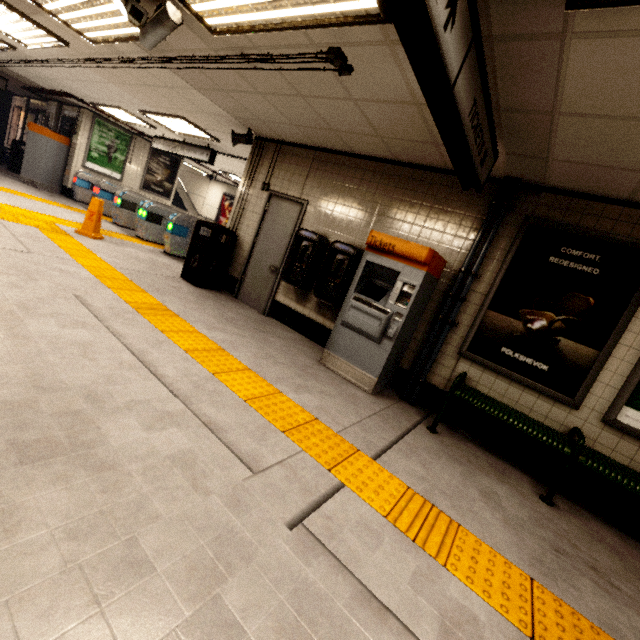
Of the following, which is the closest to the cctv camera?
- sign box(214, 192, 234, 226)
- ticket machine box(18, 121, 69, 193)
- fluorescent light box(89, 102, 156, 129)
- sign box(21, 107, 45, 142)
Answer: fluorescent light box(89, 102, 156, 129)

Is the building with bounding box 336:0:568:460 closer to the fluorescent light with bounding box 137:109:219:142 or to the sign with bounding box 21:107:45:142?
the fluorescent light with bounding box 137:109:219:142

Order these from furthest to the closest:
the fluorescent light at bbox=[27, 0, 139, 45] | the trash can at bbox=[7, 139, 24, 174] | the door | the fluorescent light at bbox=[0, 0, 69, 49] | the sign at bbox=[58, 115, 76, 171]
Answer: the trash can at bbox=[7, 139, 24, 174]
the sign at bbox=[58, 115, 76, 171]
the door
the fluorescent light at bbox=[0, 0, 69, 49]
the fluorescent light at bbox=[27, 0, 139, 45]

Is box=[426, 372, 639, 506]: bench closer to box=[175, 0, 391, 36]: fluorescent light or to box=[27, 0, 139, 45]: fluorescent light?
box=[175, 0, 391, 36]: fluorescent light

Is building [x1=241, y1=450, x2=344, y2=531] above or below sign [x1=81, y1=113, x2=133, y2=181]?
below

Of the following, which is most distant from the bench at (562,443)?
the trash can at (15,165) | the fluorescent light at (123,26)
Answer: the trash can at (15,165)

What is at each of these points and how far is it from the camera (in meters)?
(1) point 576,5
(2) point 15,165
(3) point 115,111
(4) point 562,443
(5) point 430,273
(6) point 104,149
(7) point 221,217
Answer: (1) fluorescent light, 1.57
(2) trash can, 12.06
(3) fluorescent light, 8.95
(4) bench, 3.03
(5) ticket machine, 3.83
(6) sign, 11.25
(7) sign, 16.20

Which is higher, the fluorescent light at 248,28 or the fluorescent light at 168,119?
the fluorescent light at 168,119
